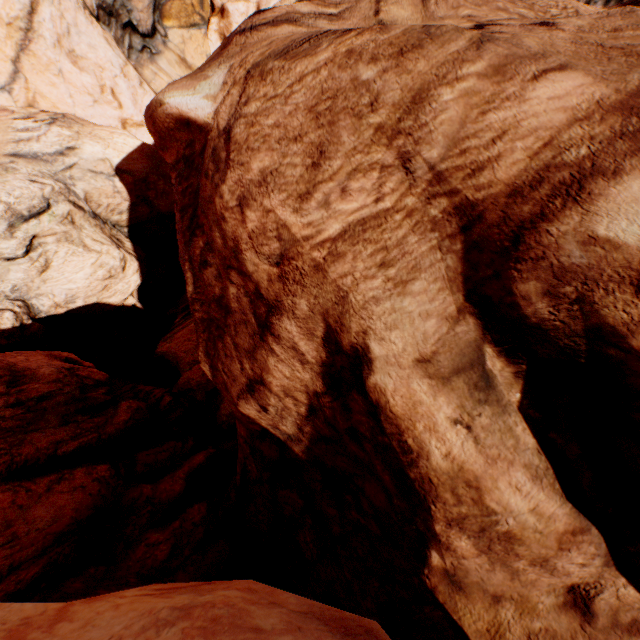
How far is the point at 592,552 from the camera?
3.96m
